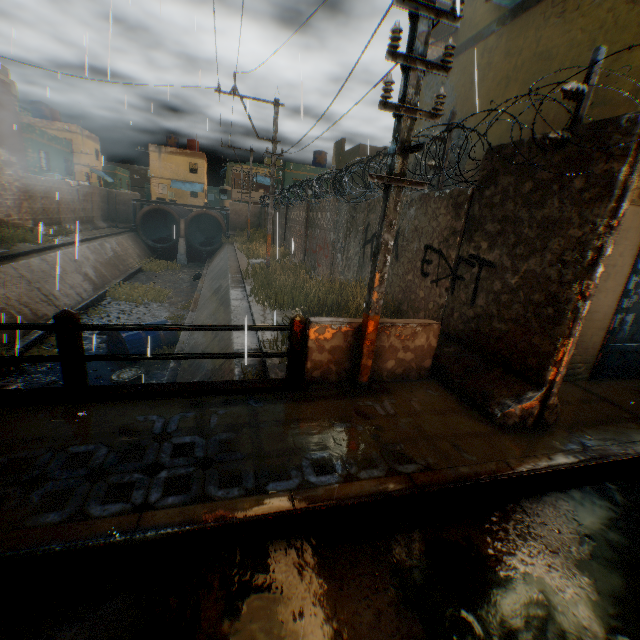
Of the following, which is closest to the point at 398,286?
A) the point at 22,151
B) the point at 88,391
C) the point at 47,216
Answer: the point at 88,391

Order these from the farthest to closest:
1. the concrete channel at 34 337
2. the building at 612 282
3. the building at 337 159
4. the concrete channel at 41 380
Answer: the building at 337 159
the concrete channel at 34 337
the concrete channel at 41 380
the building at 612 282

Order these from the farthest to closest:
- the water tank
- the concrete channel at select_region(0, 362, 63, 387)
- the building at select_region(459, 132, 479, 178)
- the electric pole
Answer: the water tank
the concrete channel at select_region(0, 362, 63, 387)
the building at select_region(459, 132, 479, 178)
the electric pole

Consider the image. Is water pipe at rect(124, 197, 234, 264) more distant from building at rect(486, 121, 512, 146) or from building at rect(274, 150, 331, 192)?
building at rect(486, 121, 512, 146)

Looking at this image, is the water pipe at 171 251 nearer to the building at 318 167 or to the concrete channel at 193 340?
the concrete channel at 193 340

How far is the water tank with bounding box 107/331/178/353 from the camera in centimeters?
1066cm

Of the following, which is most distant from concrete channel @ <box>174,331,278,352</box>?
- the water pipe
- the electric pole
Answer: the electric pole

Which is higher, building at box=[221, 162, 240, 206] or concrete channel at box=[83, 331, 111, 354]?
building at box=[221, 162, 240, 206]
